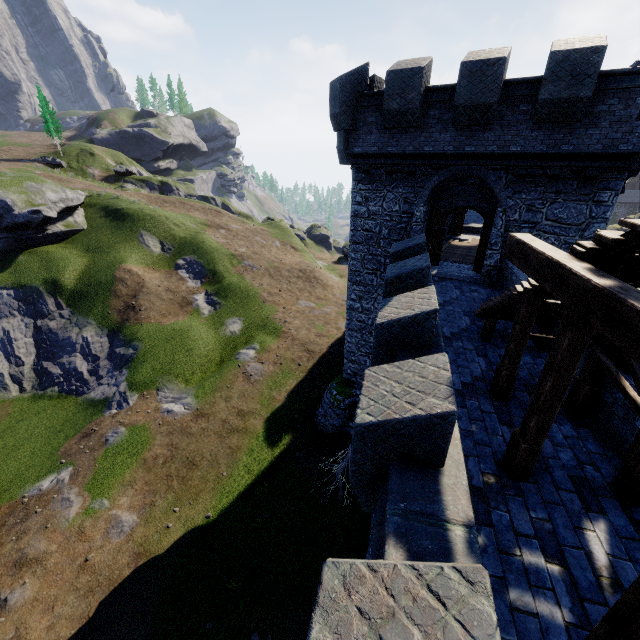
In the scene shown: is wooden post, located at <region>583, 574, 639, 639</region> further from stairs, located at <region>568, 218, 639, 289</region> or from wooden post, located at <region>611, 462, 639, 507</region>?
wooden post, located at <region>611, 462, 639, 507</region>

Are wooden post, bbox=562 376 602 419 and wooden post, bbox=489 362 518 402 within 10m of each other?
yes

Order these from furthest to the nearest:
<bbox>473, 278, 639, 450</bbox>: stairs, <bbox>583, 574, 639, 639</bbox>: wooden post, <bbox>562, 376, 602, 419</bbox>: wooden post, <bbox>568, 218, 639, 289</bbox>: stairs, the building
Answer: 1. the building
2. <bbox>562, 376, 602, 419</bbox>: wooden post
3. <bbox>473, 278, 639, 450</bbox>: stairs
4. <bbox>568, 218, 639, 289</bbox>: stairs
5. <bbox>583, 574, 639, 639</bbox>: wooden post

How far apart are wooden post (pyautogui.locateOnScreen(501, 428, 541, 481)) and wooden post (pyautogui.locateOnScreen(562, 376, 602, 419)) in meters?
2.0 m

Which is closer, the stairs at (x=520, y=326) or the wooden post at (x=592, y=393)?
the stairs at (x=520, y=326)

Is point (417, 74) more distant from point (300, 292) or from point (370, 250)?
point (300, 292)

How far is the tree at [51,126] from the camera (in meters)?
53.31

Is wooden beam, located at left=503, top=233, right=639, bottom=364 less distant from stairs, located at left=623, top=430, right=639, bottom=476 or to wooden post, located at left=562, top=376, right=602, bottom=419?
stairs, located at left=623, top=430, right=639, bottom=476
